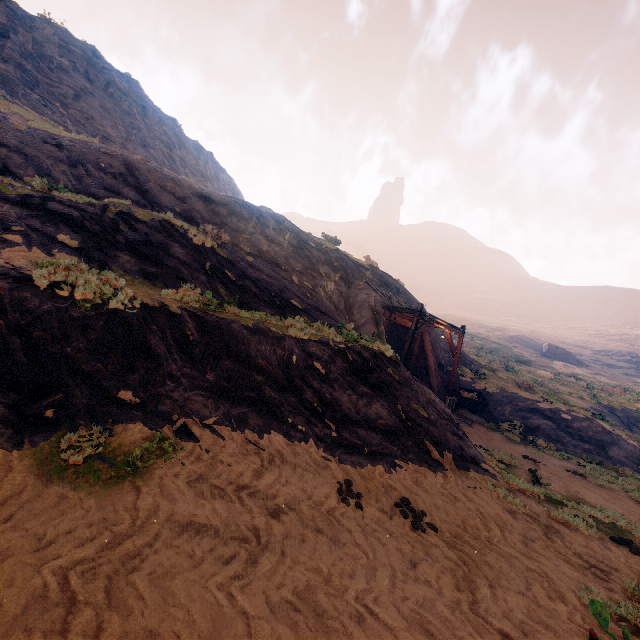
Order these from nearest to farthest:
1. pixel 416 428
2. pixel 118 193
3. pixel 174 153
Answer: pixel 416 428
pixel 118 193
pixel 174 153

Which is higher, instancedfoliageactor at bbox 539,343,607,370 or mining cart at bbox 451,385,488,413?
instancedfoliageactor at bbox 539,343,607,370

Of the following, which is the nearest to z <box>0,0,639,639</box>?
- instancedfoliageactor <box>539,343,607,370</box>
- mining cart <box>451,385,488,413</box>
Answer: mining cart <box>451,385,488,413</box>

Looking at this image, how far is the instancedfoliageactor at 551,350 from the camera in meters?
52.5

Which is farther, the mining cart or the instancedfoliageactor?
the instancedfoliageactor

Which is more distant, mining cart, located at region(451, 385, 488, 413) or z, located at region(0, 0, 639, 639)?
mining cart, located at region(451, 385, 488, 413)

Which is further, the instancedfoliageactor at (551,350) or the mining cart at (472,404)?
the instancedfoliageactor at (551,350)
